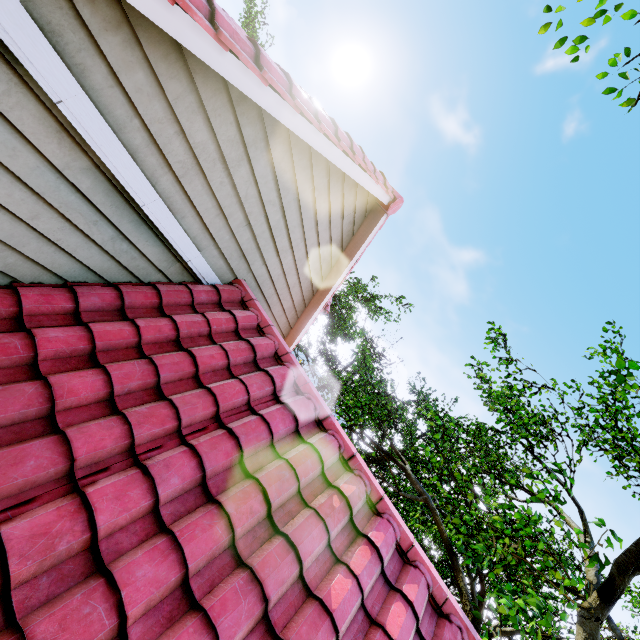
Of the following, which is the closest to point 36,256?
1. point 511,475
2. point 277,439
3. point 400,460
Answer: point 277,439
